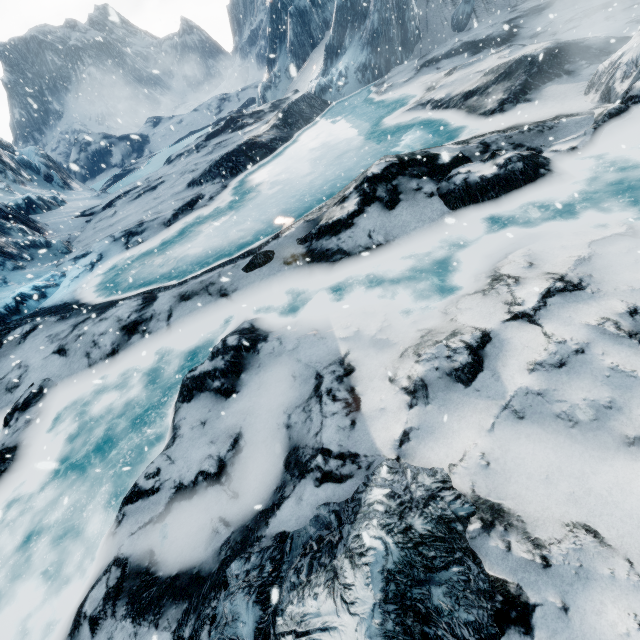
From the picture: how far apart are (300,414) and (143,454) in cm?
302
